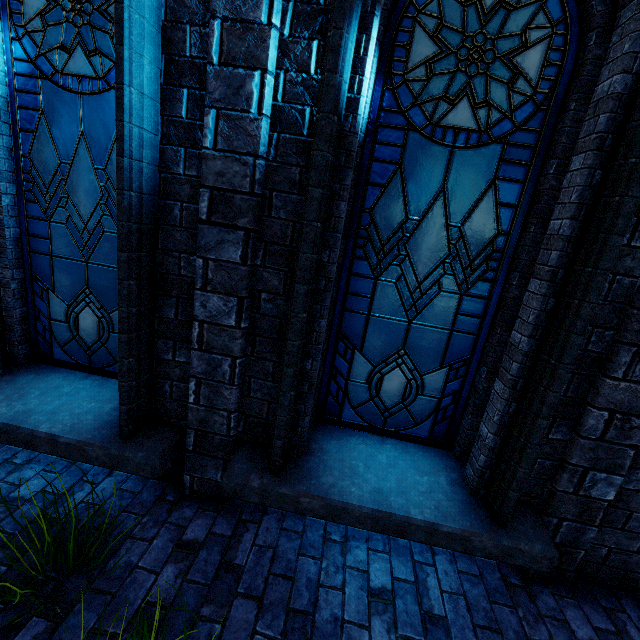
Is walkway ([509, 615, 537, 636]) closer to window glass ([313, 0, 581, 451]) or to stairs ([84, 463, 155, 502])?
stairs ([84, 463, 155, 502])

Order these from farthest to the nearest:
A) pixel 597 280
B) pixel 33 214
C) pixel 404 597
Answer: pixel 33 214 → pixel 404 597 → pixel 597 280

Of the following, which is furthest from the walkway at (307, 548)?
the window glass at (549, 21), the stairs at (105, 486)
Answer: the window glass at (549, 21)

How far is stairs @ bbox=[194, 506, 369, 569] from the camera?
2.6 meters

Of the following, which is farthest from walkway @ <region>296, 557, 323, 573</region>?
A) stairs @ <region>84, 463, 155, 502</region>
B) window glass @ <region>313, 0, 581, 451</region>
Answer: window glass @ <region>313, 0, 581, 451</region>

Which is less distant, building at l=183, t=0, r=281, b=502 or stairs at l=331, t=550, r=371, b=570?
building at l=183, t=0, r=281, b=502

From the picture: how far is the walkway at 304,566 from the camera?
2.44m
